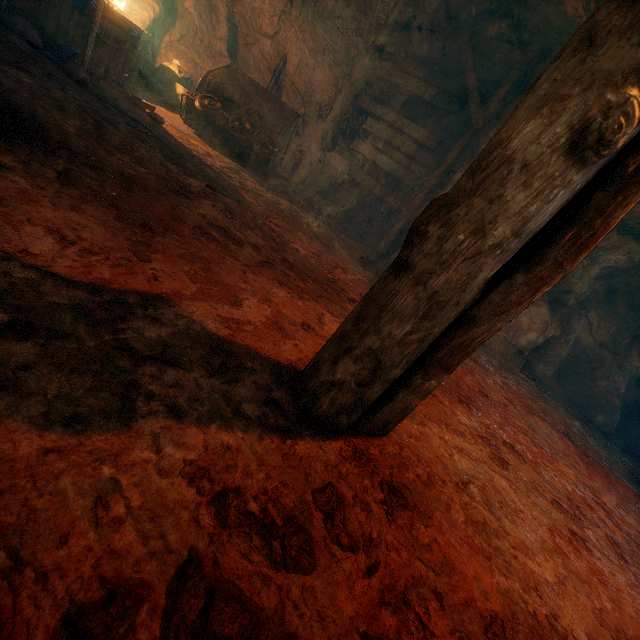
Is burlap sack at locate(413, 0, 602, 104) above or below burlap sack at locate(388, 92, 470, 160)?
above

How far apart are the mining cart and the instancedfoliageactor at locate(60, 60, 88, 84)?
1.5m

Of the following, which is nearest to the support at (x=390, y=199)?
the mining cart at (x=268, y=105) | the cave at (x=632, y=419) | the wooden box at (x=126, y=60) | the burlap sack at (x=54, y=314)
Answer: the burlap sack at (x=54, y=314)

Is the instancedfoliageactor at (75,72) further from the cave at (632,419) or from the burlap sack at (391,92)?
the cave at (632,419)

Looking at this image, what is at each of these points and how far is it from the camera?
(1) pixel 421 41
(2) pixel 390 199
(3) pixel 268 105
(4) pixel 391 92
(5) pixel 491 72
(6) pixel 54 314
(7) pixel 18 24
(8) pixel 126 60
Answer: (1) burlap sack, 7.11m
(2) support, 7.02m
(3) mining cart, 5.48m
(4) burlap sack, 7.99m
(5) burlap sack, 6.64m
(6) burlap sack, 1.02m
(7) instancedfoliageactor, 3.50m
(8) wooden box, 4.63m

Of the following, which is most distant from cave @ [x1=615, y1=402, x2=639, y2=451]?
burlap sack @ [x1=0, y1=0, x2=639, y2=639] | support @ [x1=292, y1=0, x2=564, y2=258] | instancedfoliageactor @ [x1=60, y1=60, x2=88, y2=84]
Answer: instancedfoliageactor @ [x1=60, y1=60, x2=88, y2=84]

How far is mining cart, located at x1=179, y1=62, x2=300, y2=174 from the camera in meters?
5.1 m

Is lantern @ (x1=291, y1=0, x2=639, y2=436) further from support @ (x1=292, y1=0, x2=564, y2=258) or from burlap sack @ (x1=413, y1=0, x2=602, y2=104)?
support @ (x1=292, y1=0, x2=564, y2=258)
